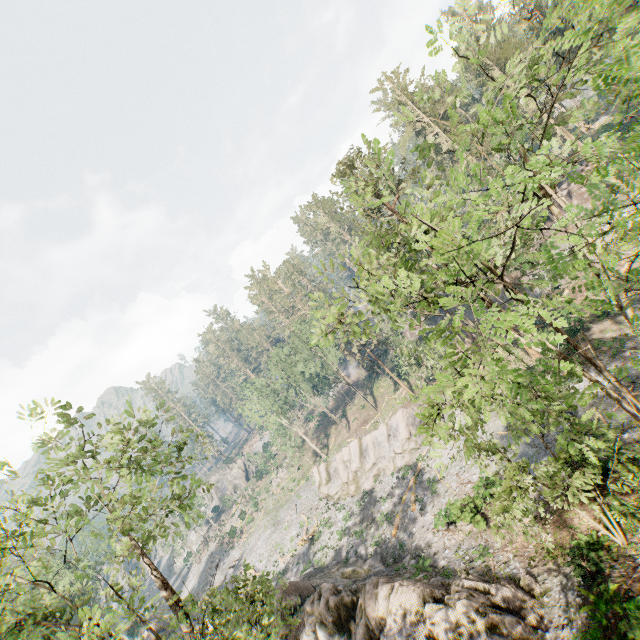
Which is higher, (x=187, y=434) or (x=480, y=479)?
(x=187, y=434)

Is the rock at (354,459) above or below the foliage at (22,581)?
below

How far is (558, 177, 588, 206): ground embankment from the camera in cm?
4415

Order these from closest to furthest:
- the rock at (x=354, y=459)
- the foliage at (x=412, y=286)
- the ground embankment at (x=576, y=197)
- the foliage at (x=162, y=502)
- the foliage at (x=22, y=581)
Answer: the foliage at (x=412, y=286), the foliage at (x=22, y=581), the foliage at (x=162, y=502), the rock at (x=354, y=459), the ground embankment at (x=576, y=197)

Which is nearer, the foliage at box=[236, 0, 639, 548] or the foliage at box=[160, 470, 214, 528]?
the foliage at box=[236, 0, 639, 548]

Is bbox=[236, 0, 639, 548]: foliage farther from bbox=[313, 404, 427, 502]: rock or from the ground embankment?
bbox=[313, 404, 427, 502]: rock

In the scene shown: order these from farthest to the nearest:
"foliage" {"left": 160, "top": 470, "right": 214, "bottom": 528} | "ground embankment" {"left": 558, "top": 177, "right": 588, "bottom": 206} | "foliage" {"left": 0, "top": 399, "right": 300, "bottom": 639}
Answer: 1. "ground embankment" {"left": 558, "top": 177, "right": 588, "bottom": 206}
2. "foliage" {"left": 160, "top": 470, "right": 214, "bottom": 528}
3. "foliage" {"left": 0, "top": 399, "right": 300, "bottom": 639}
